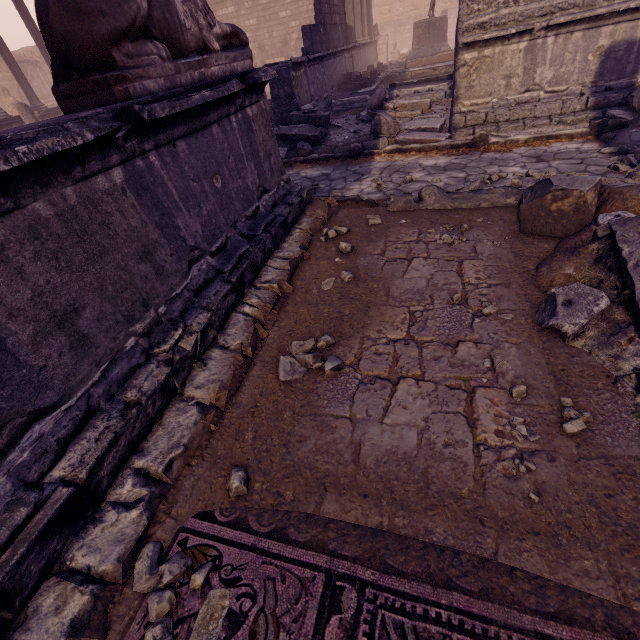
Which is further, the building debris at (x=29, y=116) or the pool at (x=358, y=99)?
the building debris at (x=29, y=116)

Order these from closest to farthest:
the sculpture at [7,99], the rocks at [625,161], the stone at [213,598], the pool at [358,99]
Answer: the stone at [213,598] < the rocks at [625,161] < the pool at [358,99] < the sculpture at [7,99]

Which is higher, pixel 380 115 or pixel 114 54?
pixel 114 54

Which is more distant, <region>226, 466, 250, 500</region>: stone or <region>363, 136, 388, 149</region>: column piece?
<region>363, 136, 388, 149</region>: column piece

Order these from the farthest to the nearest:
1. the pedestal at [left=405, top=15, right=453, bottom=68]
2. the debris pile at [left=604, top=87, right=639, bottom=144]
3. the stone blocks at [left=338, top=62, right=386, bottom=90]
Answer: the pedestal at [left=405, top=15, right=453, bottom=68], the stone blocks at [left=338, top=62, right=386, bottom=90], the debris pile at [left=604, top=87, right=639, bottom=144]

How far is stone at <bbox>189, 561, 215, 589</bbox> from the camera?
1.41m

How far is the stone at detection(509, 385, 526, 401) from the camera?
1.9 meters

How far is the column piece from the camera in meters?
6.8
